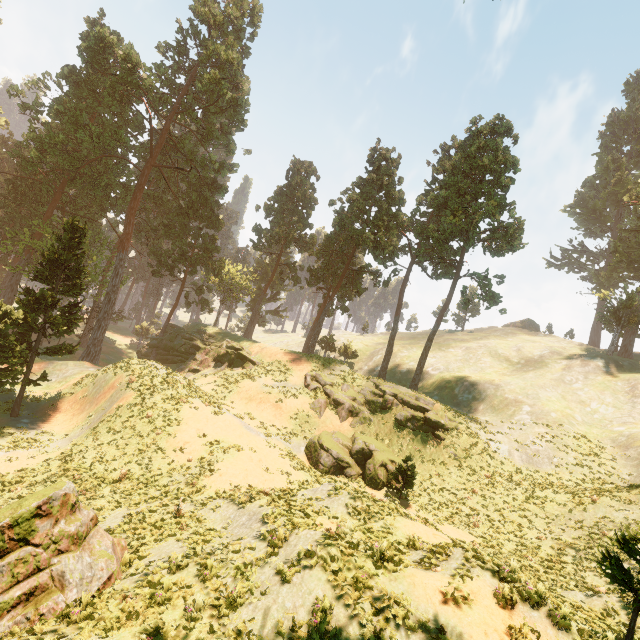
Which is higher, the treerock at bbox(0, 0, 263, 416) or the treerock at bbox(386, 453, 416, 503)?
the treerock at bbox(0, 0, 263, 416)

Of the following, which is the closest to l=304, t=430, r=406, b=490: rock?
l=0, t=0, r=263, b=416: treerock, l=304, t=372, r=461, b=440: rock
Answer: l=304, t=372, r=461, b=440: rock

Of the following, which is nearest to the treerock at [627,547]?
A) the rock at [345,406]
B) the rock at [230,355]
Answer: the rock at [230,355]

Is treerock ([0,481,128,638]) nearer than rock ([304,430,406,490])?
Yes

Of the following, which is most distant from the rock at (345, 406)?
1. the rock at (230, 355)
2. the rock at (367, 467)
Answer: the rock at (230, 355)

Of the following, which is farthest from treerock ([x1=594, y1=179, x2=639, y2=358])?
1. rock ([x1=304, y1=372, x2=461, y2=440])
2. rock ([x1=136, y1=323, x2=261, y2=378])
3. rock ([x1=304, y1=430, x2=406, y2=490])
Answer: rock ([x1=304, y1=430, x2=406, y2=490])

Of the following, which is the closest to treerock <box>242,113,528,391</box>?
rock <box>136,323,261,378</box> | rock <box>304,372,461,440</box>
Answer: rock <box>136,323,261,378</box>

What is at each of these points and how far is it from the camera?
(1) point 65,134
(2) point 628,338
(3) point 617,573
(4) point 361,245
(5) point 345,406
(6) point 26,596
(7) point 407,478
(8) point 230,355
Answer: (1) treerock, 38.8m
(2) treerock, 46.6m
(3) treerock, 8.3m
(4) treerock, 39.4m
(5) rock, 31.6m
(6) treerock, 7.7m
(7) treerock, 22.3m
(8) rock, 38.4m
